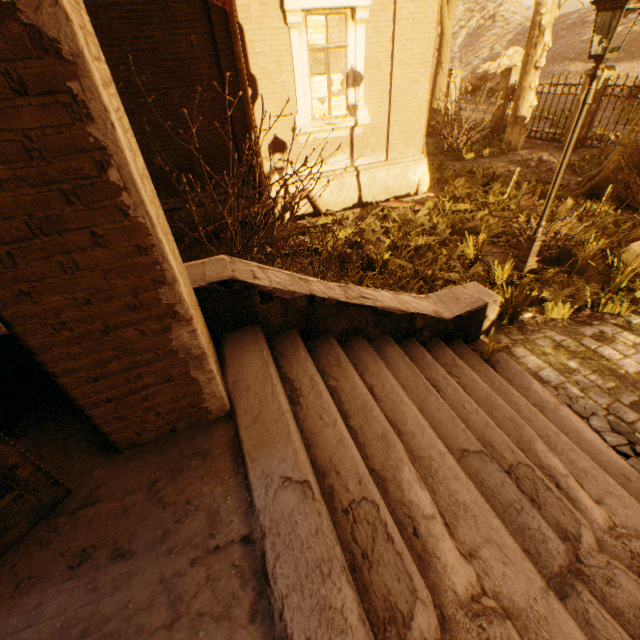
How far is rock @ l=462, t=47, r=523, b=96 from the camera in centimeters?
2639cm

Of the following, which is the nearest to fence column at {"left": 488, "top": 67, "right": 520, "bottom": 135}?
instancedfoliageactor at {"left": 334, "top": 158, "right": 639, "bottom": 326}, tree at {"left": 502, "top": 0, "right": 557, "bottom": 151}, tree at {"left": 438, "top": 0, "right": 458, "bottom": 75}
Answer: tree at {"left": 438, "top": 0, "right": 458, "bottom": 75}

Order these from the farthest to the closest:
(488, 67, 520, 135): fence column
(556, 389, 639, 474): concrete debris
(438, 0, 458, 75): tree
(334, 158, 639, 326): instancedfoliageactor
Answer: (488, 67, 520, 135): fence column < (438, 0, 458, 75): tree < (334, 158, 639, 326): instancedfoliageactor < (556, 389, 639, 474): concrete debris

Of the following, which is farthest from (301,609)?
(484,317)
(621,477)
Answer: (484,317)

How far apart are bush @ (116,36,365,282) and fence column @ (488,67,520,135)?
15.0 meters

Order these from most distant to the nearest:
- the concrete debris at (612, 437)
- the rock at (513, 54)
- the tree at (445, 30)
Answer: the rock at (513, 54) → the tree at (445, 30) → the concrete debris at (612, 437)

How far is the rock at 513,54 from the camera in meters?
26.4 m

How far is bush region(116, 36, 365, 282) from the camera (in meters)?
4.55
